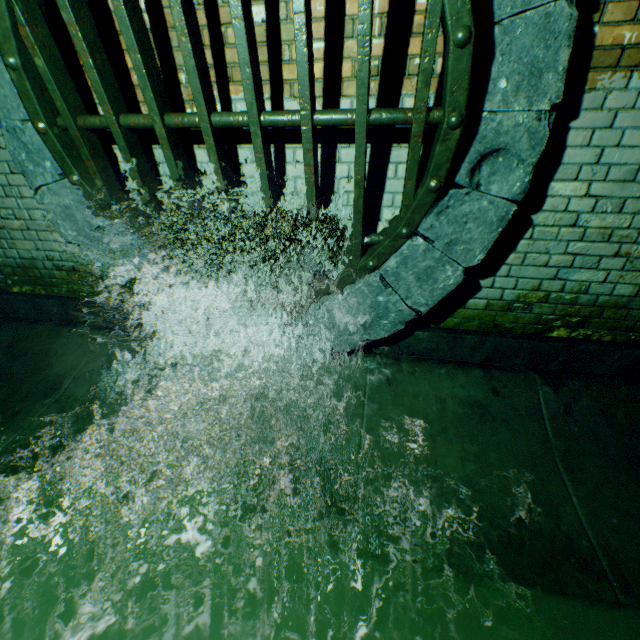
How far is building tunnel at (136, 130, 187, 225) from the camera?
2.3m

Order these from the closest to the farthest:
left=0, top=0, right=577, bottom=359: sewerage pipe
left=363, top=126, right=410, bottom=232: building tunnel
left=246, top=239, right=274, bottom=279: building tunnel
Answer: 1. left=0, top=0, right=577, bottom=359: sewerage pipe
2. left=363, top=126, right=410, bottom=232: building tunnel
3. left=246, top=239, right=274, bottom=279: building tunnel

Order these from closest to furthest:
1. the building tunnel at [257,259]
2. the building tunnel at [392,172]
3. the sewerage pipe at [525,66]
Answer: the sewerage pipe at [525,66], the building tunnel at [392,172], the building tunnel at [257,259]

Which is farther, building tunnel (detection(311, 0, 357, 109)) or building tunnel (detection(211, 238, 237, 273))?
building tunnel (detection(211, 238, 237, 273))

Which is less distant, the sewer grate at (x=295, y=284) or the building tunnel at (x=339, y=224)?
the sewer grate at (x=295, y=284)

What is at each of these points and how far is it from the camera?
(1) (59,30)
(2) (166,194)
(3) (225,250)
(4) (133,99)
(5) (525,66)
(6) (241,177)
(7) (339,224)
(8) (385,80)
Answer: (1) sewerage pipe, 2.0 meters
(2) building tunnel, 2.5 meters
(3) building tunnel, 2.6 meters
(4) building tunnel, 2.2 meters
(5) sewerage pipe, 1.6 meters
(6) building tunnel, 2.3 meters
(7) building tunnel, 2.4 meters
(8) building tunnel, 1.9 meters

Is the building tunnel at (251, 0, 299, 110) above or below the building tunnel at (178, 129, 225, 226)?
above
